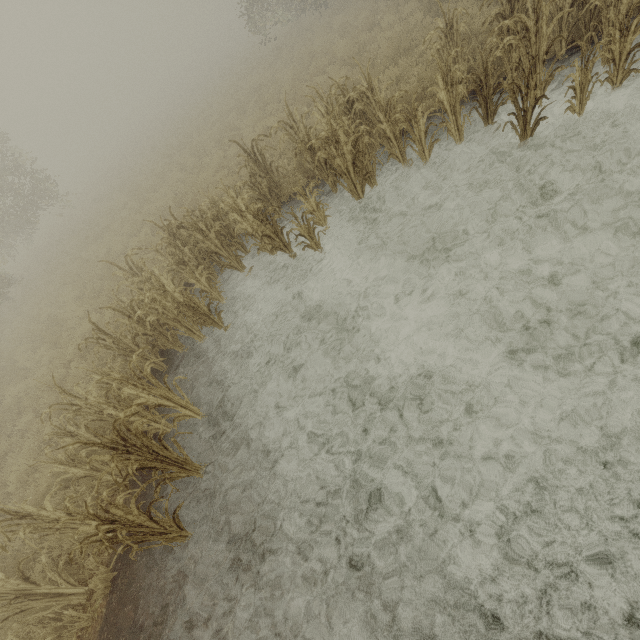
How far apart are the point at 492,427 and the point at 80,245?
21.9m
